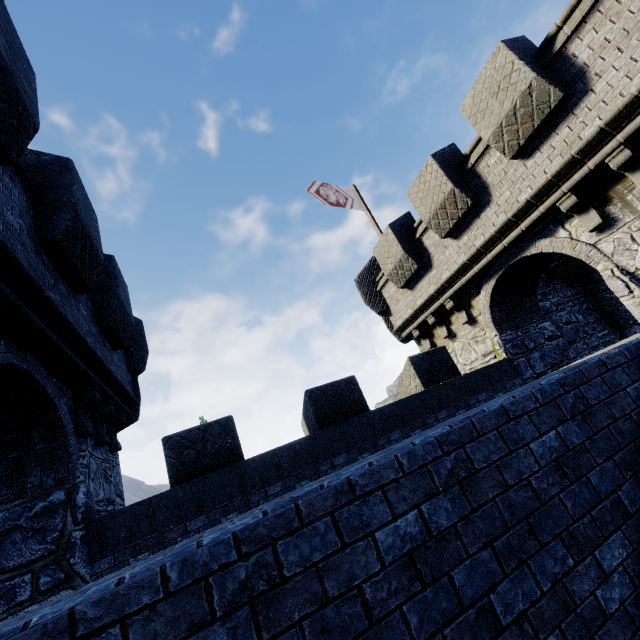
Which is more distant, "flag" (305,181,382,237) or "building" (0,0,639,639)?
"flag" (305,181,382,237)

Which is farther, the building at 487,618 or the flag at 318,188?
the flag at 318,188

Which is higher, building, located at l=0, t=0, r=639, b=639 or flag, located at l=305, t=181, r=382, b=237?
flag, located at l=305, t=181, r=382, b=237

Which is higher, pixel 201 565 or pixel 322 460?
pixel 322 460

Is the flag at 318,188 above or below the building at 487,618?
above

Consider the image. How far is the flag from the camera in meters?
12.9
